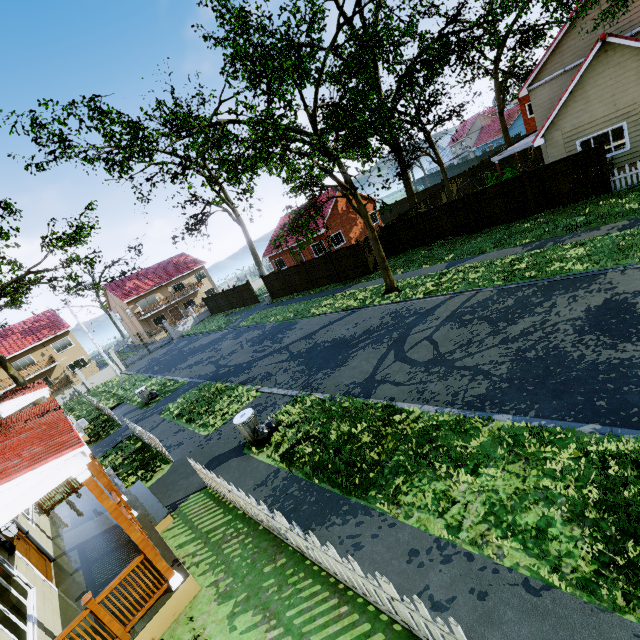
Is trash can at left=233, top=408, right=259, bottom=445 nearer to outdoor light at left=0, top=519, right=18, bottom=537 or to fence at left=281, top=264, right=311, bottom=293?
fence at left=281, top=264, right=311, bottom=293

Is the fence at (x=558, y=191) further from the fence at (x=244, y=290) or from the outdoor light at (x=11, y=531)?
the outdoor light at (x=11, y=531)

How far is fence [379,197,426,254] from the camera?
21.77m

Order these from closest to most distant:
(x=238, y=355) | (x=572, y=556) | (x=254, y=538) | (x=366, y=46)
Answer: (x=572, y=556)
(x=254, y=538)
(x=366, y=46)
(x=238, y=355)

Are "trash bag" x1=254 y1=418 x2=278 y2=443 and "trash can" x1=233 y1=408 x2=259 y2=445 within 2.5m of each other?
yes

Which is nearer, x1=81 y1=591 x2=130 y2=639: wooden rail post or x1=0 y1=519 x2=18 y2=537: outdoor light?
x1=81 y1=591 x2=130 y2=639: wooden rail post

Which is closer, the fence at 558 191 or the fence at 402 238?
the fence at 558 191

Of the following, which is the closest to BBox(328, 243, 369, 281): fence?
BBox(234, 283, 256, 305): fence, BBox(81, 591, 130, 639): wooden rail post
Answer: BBox(234, 283, 256, 305): fence
